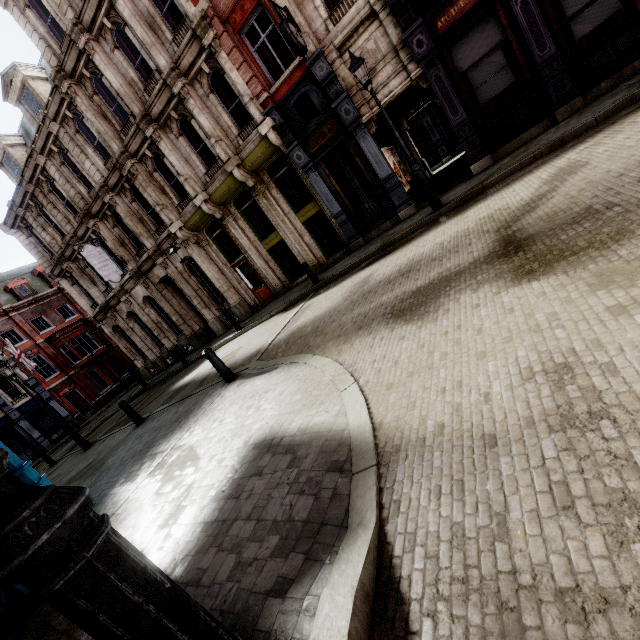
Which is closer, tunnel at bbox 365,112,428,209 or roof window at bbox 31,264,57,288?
tunnel at bbox 365,112,428,209

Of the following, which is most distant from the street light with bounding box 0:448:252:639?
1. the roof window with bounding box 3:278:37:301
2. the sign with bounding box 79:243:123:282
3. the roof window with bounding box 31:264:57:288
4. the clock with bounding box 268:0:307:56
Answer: the roof window with bounding box 31:264:57:288

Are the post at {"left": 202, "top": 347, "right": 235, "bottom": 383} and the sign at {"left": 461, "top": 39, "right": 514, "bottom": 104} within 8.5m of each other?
no

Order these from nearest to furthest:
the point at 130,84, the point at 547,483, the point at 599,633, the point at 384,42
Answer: the point at 599,633 < the point at 547,483 < the point at 384,42 < the point at 130,84

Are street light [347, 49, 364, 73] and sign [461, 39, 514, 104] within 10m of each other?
yes

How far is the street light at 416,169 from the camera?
8.83m

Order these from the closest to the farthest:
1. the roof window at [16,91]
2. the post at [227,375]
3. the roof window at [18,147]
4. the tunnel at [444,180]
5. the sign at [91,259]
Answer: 1. the post at [227,375]
2. the tunnel at [444,180]
3. the roof window at [16,91]
4. the sign at [91,259]
5. the roof window at [18,147]

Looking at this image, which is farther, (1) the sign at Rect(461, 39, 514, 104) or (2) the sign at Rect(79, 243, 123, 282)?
(2) the sign at Rect(79, 243, 123, 282)
